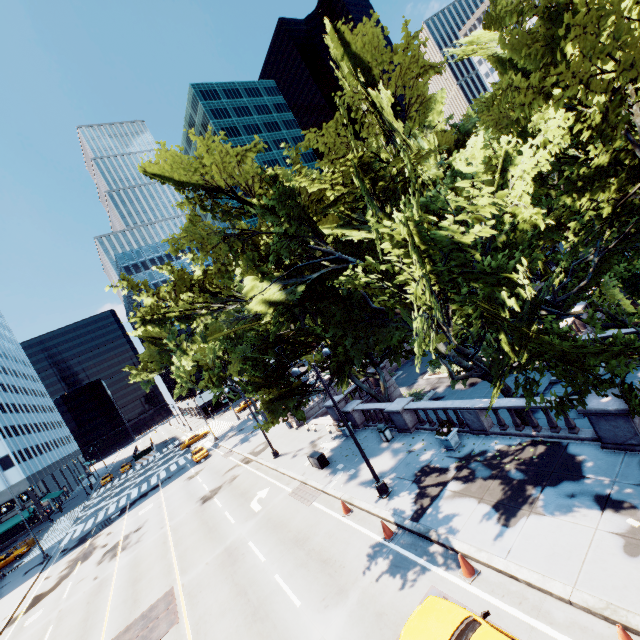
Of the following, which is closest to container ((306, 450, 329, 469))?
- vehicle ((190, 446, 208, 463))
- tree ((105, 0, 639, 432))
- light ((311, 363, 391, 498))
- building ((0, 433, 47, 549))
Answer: tree ((105, 0, 639, 432))

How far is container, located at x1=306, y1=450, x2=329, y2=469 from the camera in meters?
→ 20.6

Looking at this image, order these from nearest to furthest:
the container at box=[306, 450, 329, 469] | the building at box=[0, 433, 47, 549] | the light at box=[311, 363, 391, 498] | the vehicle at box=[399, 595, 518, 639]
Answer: the vehicle at box=[399, 595, 518, 639] < the light at box=[311, 363, 391, 498] < the container at box=[306, 450, 329, 469] < the building at box=[0, 433, 47, 549]

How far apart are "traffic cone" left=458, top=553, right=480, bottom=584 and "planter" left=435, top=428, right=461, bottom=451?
5.62m

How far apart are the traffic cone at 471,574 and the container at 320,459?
11.7 meters

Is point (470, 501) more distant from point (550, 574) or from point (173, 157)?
point (173, 157)

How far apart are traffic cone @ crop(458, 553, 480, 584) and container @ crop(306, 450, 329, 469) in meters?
11.7 m

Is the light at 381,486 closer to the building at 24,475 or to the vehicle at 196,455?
the vehicle at 196,455
